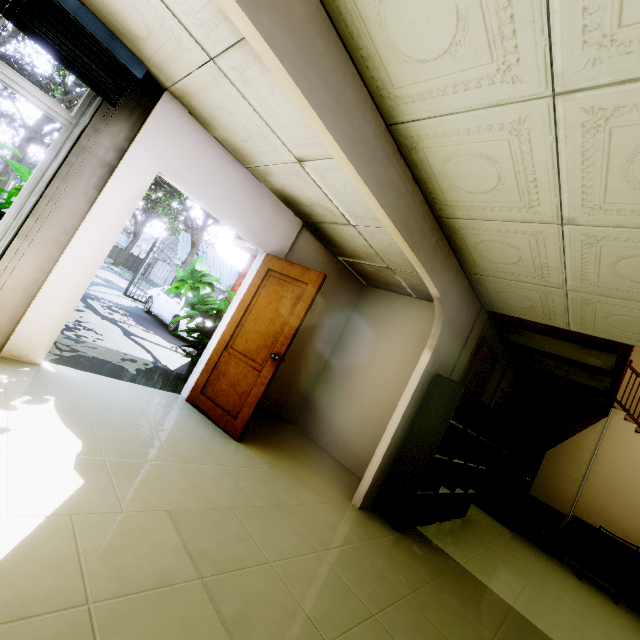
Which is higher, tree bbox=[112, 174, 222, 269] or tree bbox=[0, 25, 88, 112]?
tree bbox=[0, 25, 88, 112]

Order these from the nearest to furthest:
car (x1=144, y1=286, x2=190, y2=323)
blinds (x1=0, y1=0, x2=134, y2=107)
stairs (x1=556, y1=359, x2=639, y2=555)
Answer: blinds (x1=0, y1=0, x2=134, y2=107), stairs (x1=556, y1=359, x2=639, y2=555), car (x1=144, y1=286, x2=190, y2=323)

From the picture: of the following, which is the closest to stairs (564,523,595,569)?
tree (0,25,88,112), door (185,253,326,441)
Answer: door (185,253,326,441)

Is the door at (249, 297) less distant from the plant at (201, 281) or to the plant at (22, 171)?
the plant at (201, 281)

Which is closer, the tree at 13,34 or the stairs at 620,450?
the stairs at 620,450

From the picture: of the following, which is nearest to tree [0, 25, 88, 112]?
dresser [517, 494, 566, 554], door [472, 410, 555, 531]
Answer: door [472, 410, 555, 531]

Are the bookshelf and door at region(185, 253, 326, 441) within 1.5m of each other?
no

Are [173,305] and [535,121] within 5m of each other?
no
